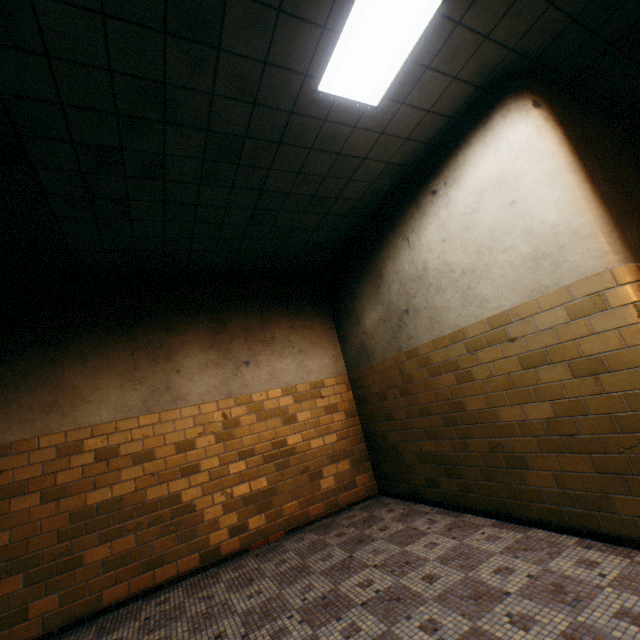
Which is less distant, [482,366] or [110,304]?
[482,366]
